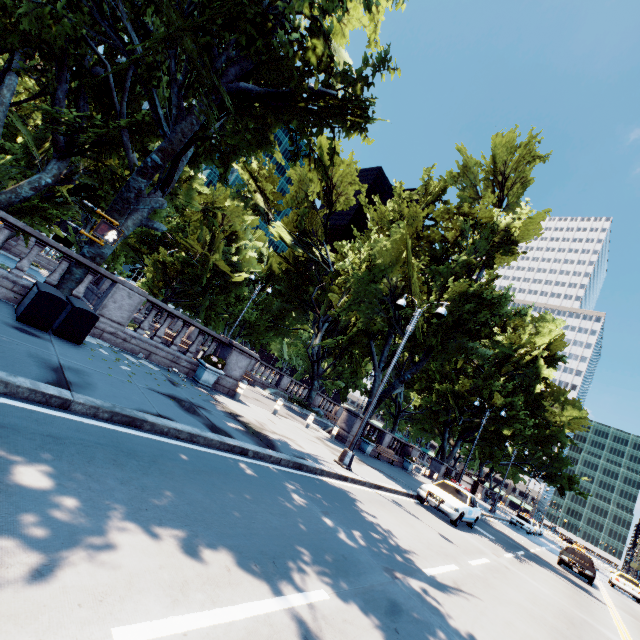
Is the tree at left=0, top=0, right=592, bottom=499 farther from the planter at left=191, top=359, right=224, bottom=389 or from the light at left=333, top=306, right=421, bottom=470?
the planter at left=191, top=359, right=224, bottom=389

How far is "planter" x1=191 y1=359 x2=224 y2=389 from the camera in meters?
12.0 m

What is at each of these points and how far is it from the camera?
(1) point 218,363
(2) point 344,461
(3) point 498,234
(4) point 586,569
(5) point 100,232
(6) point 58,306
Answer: (1) plant, 12.1 meters
(2) light, 11.9 meters
(3) tree, 22.6 meters
(4) vehicle, 19.8 meters
(5) crosswalk signal, 4.4 meters
(6) container, 7.8 meters

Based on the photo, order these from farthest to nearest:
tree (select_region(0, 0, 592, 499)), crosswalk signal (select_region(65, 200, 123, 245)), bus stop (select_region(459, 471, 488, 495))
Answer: bus stop (select_region(459, 471, 488, 495))
tree (select_region(0, 0, 592, 499))
crosswalk signal (select_region(65, 200, 123, 245))

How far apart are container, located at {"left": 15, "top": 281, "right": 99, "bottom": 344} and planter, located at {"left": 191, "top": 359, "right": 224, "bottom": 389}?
4.1m

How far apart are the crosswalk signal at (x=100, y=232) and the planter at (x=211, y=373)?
7.96m

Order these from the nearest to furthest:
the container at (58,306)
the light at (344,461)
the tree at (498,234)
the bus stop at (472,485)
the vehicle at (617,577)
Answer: the container at (58,306) < the tree at (498,234) < the light at (344,461) < the bus stop at (472,485) < the vehicle at (617,577)

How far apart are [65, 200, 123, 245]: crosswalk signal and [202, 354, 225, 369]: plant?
7.98m
